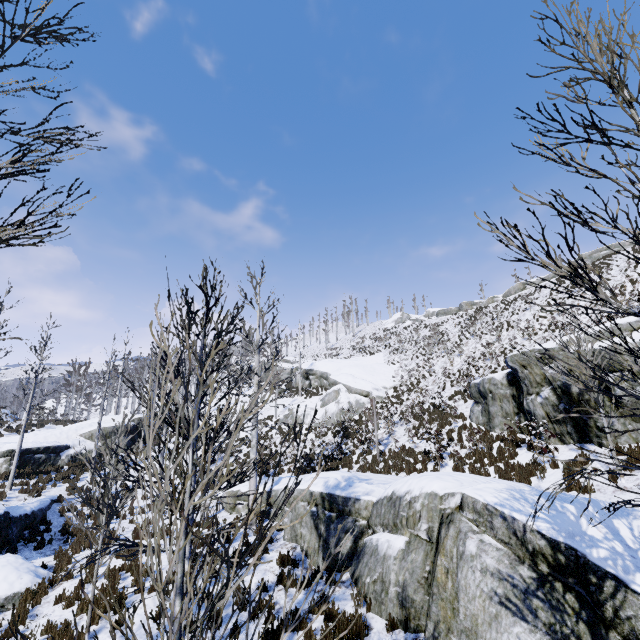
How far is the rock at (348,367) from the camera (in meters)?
26.84

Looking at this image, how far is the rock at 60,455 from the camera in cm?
2005

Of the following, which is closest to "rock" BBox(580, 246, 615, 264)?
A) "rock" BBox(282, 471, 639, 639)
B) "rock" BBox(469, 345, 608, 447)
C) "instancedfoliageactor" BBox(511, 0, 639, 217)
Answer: "rock" BBox(469, 345, 608, 447)

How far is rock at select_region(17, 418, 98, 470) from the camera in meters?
20.0 m

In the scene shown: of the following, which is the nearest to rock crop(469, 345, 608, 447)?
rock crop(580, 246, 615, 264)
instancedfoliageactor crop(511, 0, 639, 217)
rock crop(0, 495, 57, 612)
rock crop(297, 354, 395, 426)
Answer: instancedfoliageactor crop(511, 0, 639, 217)

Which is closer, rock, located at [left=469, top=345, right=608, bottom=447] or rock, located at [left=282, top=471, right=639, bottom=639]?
rock, located at [left=282, top=471, right=639, bottom=639]

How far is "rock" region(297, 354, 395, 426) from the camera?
26.8 meters

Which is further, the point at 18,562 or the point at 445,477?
the point at 18,562
